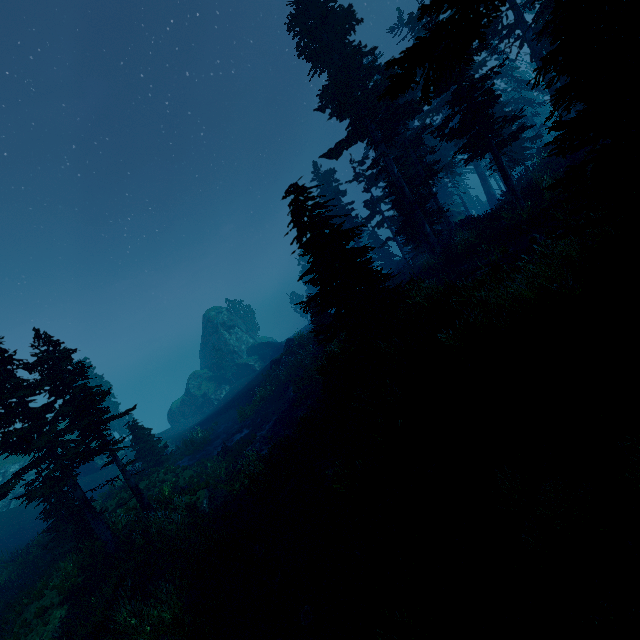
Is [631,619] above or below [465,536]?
above

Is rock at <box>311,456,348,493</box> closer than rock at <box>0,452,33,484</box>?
Yes

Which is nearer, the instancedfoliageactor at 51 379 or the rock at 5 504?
the instancedfoliageactor at 51 379

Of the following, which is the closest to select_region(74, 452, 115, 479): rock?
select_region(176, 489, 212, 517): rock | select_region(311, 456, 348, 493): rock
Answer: select_region(176, 489, 212, 517): rock

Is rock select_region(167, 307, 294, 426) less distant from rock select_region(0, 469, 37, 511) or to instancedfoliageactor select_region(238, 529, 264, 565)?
instancedfoliageactor select_region(238, 529, 264, 565)

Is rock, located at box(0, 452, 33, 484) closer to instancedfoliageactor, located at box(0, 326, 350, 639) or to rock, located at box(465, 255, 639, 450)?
instancedfoliageactor, located at box(0, 326, 350, 639)

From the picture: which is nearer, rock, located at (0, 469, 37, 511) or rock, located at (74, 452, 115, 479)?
rock, located at (0, 469, 37, 511)

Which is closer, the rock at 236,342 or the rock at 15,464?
the rock at 15,464
